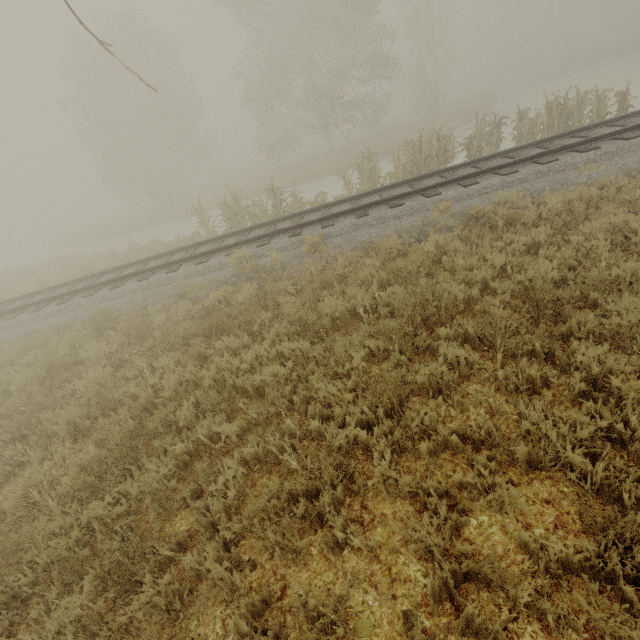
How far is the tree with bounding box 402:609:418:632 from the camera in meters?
2.2 m

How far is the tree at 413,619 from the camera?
2.2 meters

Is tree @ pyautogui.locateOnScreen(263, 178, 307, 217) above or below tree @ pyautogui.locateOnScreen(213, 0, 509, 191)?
above

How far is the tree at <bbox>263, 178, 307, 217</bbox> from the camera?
13.0 meters

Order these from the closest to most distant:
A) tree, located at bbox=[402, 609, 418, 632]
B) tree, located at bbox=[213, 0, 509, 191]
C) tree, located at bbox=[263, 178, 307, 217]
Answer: tree, located at bbox=[402, 609, 418, 632] < tree, located at bbox=[263, 178, 307, 217] < tree, located at bbox=[213, 0, 509, 191]

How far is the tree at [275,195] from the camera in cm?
1298

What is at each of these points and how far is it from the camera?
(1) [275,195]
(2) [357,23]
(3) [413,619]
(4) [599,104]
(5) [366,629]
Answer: (1) tree, 13.23m
(2) tree, 23.41m
(3) tree, 2.37m
(4) tree, 11.76m
(5) tree, 2.40m

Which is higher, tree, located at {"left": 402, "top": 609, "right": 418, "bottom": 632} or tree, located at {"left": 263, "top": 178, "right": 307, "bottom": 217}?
tree, located at {"left": 263, "top": 178, "right": 307, "bottom": 217}
